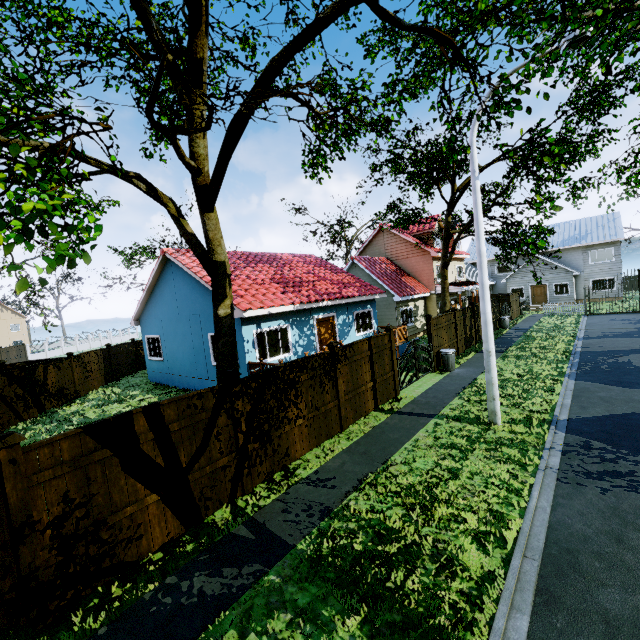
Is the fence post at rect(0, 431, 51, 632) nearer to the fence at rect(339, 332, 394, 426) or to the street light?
the fence at rect(339, 332, 394, 426)

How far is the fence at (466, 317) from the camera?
17.4m

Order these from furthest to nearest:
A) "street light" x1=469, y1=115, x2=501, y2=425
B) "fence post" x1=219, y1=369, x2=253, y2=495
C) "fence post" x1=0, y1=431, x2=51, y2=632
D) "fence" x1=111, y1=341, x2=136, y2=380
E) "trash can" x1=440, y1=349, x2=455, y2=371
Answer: "fence" x1=111, y1=341, x2=136, y2=380, "trash can" x1=440, y1=349, x2=455, y2=371, "street light" x1=469, y1=115, x2=501, y2=425, "fence post" x1=219, y1=369, x2=253, y2=495, "fence post" x1=0, y1=431, x2=51, y2=632

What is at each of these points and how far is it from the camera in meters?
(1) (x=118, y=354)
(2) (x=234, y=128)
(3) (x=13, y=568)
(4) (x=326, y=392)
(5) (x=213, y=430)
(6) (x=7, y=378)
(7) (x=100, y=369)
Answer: (1) fence, 21.0 m
(2) tree, 6.1 m
(3) fence, 4.2 m
(4) fence, 8.8 m
(5) fence, 6.2 m
(6) fence, 13.0 m
(7) fence, 19.0 m

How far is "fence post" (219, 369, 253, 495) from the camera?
6.5m

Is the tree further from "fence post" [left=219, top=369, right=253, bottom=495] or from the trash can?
the trash can

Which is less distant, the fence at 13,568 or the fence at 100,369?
the fence at 13,568

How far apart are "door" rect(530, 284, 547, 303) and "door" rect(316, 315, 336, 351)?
29.5 meters
